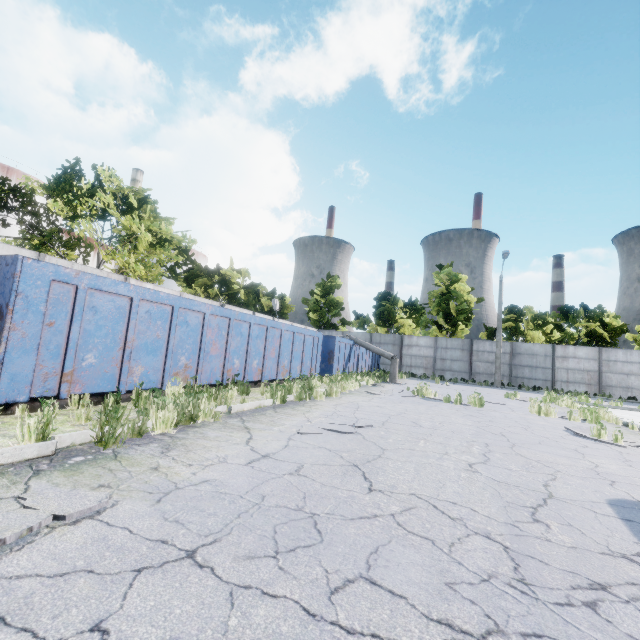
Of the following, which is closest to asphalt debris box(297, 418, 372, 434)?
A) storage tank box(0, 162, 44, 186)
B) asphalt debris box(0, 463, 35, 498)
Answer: asphalt debris box(0, 463, 35, 498)

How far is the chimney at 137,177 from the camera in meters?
46.2 m

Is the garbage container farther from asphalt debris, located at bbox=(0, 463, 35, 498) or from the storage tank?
the storage tank

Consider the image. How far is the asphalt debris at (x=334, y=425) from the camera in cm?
534

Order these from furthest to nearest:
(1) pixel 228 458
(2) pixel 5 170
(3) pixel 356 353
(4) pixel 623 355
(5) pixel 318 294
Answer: (5) pixel 318 294 → (2) pixel 5 170 → (4) pixel 623 355 → (3) pixel 356 353 → (1) pixel 228 458

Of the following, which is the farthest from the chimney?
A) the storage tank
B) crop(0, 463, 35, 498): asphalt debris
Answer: crop(0, 463, 35, 498): asphalt debris

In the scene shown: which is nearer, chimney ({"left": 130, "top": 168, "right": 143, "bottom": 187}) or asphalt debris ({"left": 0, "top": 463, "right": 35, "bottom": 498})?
asphalt debris ({"left": 0, "top": 463, "right": 35, "bottom": 498})

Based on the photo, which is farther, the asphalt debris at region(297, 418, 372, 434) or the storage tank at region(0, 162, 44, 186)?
the storage tank at region(0, 162, 44, 186)
